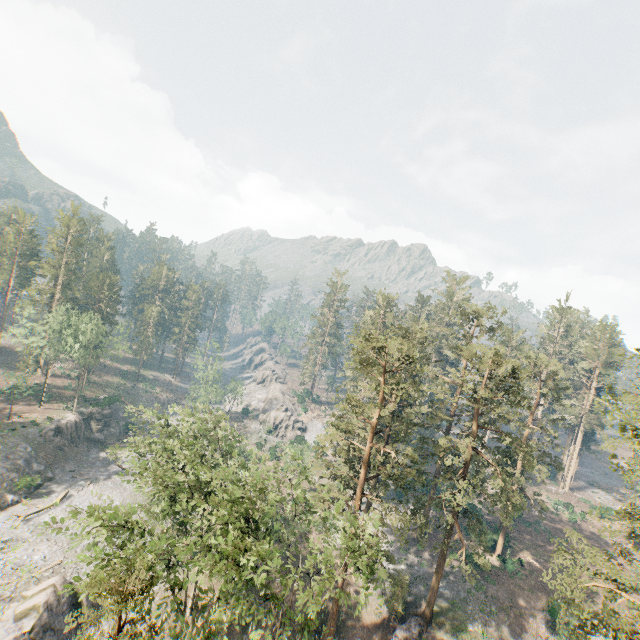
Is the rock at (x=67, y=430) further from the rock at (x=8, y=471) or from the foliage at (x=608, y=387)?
the foliage at (x=608, y=387)

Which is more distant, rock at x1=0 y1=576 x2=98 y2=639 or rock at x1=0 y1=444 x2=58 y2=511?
rock at x1=0 y1=444 x2=58 y2=511

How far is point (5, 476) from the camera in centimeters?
4212cm

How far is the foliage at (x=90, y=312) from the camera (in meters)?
54.09

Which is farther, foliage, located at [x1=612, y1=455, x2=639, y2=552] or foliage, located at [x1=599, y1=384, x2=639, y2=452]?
foliage, located at [x1=612, y1=455, x2=639, y2=552]

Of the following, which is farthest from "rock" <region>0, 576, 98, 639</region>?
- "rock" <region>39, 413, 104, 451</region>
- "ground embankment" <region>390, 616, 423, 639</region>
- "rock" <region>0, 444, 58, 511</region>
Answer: "ground embankment" <region>390, 616, 423, 639</region>

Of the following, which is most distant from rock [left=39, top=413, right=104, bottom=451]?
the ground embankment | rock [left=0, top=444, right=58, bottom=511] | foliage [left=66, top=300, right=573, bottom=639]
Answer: the ground embankment

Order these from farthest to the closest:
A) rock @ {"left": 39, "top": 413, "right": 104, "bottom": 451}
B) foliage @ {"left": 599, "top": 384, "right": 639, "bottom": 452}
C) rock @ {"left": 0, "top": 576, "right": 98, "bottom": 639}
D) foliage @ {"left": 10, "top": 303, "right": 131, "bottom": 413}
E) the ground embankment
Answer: foliage @ {"left": 10, "top": 303, "right": 131, "bottom": 413} < rock @ {"left": 39, "top": 413, "right": 104, "bottom": 451} < the ground embankment < rock @ {"left": 0, "top": 576, "right": 98, "bottom": 639} < foliage @ {"left": 599, "top": 384, "right": 639, "bottom": 452}
